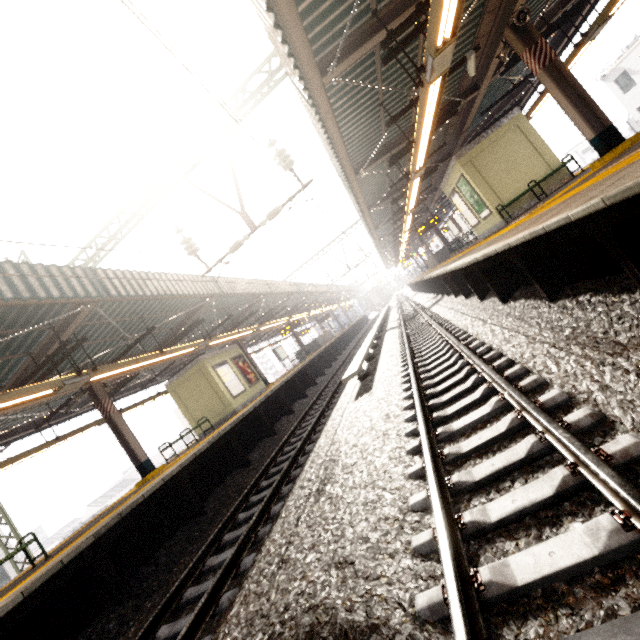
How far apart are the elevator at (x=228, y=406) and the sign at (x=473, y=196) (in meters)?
12.55

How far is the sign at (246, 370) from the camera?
16.0m

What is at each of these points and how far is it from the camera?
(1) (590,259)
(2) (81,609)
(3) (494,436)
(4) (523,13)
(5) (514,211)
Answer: (1) platform underside, 4.49m
(2) platform underside, 5.13m
(3) train track, 3.15m
(4) loudspeaker, 6.41m
(5) elevator, 10.90m

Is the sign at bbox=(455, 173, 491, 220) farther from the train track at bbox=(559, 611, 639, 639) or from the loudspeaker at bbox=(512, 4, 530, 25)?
the loudspeaker at bbox=(512, 4, 530, 25)

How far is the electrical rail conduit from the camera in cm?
821

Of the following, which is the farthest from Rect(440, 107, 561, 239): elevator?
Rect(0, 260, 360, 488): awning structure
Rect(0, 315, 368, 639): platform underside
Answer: Rect(0, 315, 368, 639): platform underside

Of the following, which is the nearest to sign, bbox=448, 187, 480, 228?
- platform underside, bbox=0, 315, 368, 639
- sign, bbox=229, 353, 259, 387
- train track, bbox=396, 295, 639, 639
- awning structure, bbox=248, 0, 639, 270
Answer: awning structure, bbox=248, 0, 639, 270

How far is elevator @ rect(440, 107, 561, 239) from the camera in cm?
1059
